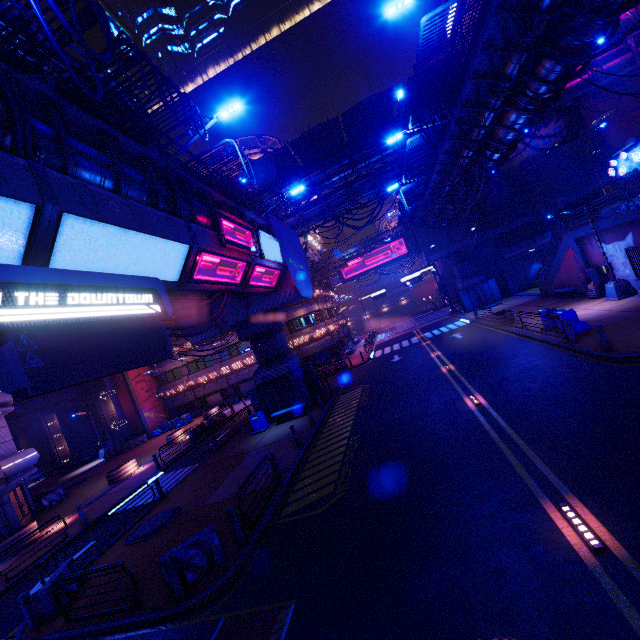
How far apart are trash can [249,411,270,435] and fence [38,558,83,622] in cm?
1068

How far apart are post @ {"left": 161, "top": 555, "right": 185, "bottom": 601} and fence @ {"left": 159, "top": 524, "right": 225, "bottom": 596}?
0.14m

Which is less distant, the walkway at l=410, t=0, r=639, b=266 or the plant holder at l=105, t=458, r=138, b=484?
the walkway at l=410, t=0, r=639, b=266

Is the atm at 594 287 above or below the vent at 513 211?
below

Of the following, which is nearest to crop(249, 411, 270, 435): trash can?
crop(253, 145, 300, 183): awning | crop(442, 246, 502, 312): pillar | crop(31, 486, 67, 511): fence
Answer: crop(31, 486, 67, 511): fence

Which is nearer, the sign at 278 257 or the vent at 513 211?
the sign at 278 257

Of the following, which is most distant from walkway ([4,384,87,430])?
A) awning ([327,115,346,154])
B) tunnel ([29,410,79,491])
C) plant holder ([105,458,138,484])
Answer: awning ([327,115,346,154])

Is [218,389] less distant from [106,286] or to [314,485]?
[314,485]
